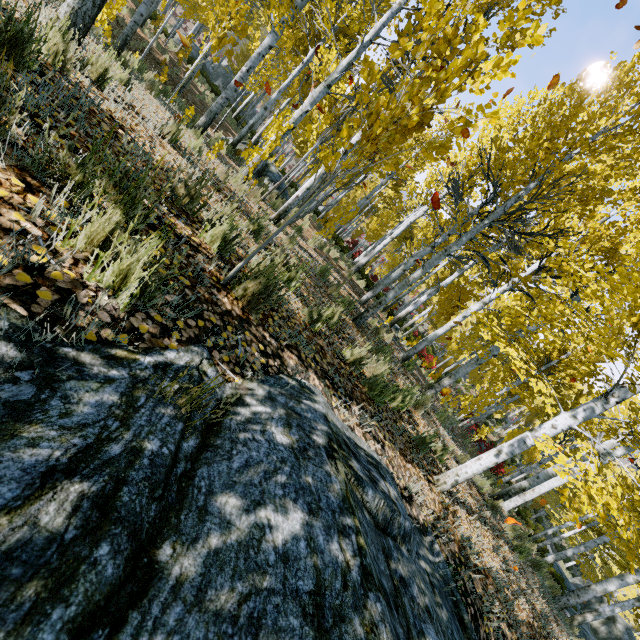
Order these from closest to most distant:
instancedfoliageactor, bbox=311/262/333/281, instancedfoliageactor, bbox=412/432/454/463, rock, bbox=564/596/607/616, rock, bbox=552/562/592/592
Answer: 1. instancedfoliageactor, bbox=412/432/454/463
2. instancedfoliageactor, bbox=311/262/333/281
3. rock, bbox=564/596/607/616
4. rock, bbox=552/562/592/592

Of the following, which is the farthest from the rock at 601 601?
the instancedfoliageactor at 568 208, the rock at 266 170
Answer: the rock at 266 170

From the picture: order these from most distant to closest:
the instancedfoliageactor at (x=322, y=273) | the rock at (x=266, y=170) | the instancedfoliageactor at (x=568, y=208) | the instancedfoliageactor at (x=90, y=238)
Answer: the rock at (x=266, y=170)
the instancedfoliageactor at (x=322, y=273)
the instancedfoliageactor at (x=568, y=208)
the instancedfoliageactor at (x=90, y=238)

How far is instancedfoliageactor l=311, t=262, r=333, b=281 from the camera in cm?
644

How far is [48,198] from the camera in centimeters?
168cm

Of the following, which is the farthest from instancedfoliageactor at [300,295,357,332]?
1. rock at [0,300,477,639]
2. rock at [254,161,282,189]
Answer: rock at [254,161,282,189]

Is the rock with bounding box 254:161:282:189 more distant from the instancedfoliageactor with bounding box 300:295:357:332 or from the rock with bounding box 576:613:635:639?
the rock with bounding box 576:613:635:639
